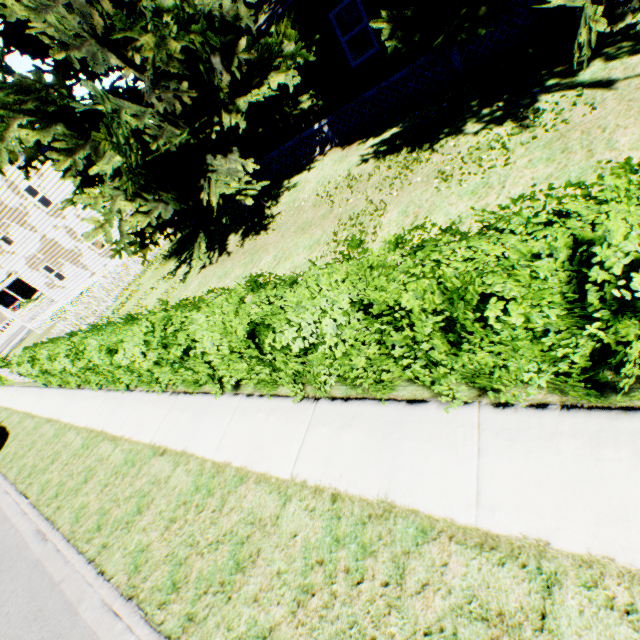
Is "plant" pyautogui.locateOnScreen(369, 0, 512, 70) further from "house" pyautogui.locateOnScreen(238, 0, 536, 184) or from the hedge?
the hedge

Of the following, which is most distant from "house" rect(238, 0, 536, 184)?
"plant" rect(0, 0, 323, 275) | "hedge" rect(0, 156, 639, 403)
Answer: "hedge" rect(0, 156, 639, 403)

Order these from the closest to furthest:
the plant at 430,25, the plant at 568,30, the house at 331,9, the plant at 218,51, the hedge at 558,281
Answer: the hedge at 558,281, the plant at 568,30, the plant at 430,25, the plant at 218,51, the house at 331,9

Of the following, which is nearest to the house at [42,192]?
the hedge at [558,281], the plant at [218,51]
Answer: the plant at [218,51]

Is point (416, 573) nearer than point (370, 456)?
Yes

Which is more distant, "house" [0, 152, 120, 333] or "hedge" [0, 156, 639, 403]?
"house" [0, 152, 120, 333]
